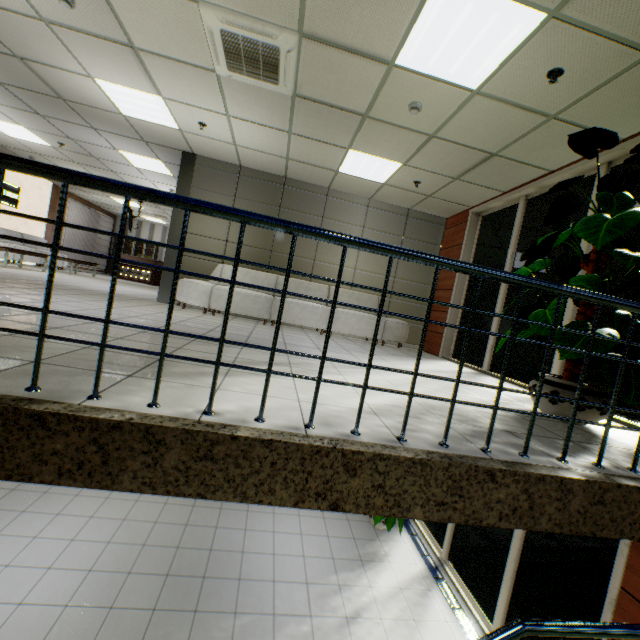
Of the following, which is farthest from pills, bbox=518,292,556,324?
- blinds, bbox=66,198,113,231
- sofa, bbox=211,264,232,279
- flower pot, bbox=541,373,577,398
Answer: blinds, bbox=66,198,113,231

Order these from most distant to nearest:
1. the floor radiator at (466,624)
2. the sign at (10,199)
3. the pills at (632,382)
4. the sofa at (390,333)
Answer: the sign at (10,199) → the sofa at (390,333) → the floor radiator at (466,624) → the pills at (632,382)

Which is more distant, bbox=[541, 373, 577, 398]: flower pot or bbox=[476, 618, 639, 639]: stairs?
bbox=[541, 373, 577, 398]: flower pot

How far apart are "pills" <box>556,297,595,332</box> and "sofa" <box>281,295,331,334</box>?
4.02m

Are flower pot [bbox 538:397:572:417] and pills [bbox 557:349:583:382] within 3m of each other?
yes

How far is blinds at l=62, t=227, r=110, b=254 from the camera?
13.9m

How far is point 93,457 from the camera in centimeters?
130cm

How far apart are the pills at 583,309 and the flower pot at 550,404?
0.40m
